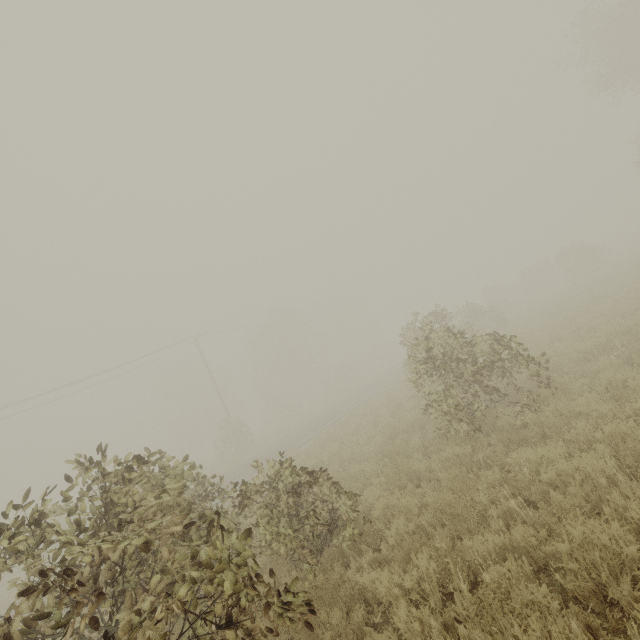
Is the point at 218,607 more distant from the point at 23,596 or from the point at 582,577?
the point at 582,577
